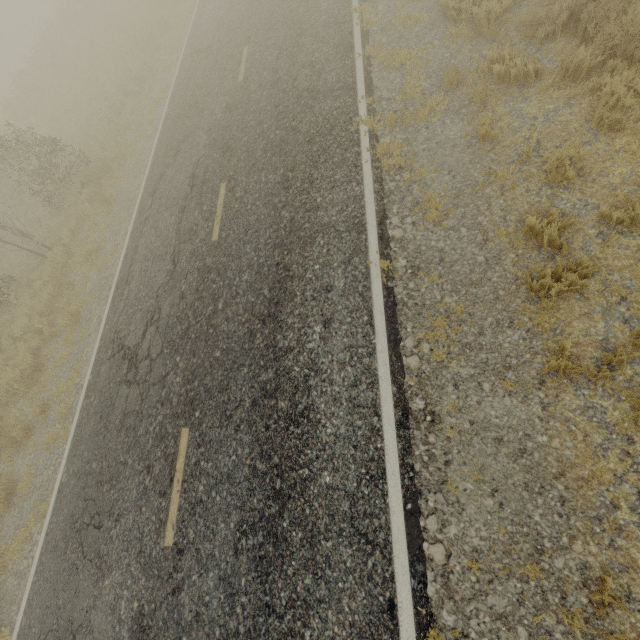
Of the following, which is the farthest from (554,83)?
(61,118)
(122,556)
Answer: (61,118)
